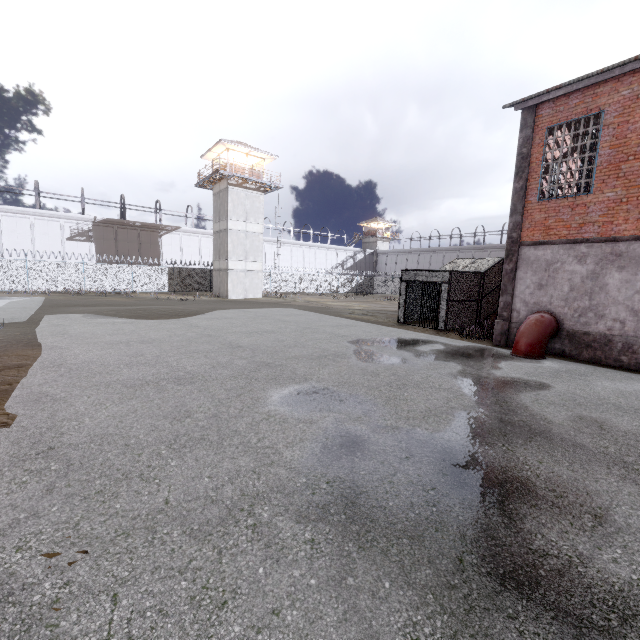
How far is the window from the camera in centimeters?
1040cm

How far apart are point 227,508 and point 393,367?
6.44m

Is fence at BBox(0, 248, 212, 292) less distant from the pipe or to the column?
the column

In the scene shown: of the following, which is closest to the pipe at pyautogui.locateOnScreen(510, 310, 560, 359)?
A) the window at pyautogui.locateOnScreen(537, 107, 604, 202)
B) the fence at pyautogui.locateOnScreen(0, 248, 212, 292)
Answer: the window at pyautogui.locateOnScreen(537, 107, 604, 202)

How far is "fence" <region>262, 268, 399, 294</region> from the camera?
43.14m

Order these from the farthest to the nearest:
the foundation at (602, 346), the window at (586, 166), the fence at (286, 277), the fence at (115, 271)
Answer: the fence at (286, 277)
the fence at (115, 271)
the window at (586, 166)
the foundation at (602, 346)

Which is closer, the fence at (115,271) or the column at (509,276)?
the column at (509,276)

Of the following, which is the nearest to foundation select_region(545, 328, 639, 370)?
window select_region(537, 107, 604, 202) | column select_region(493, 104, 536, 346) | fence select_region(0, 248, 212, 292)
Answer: column select_region(493, 104, 536, 346)
